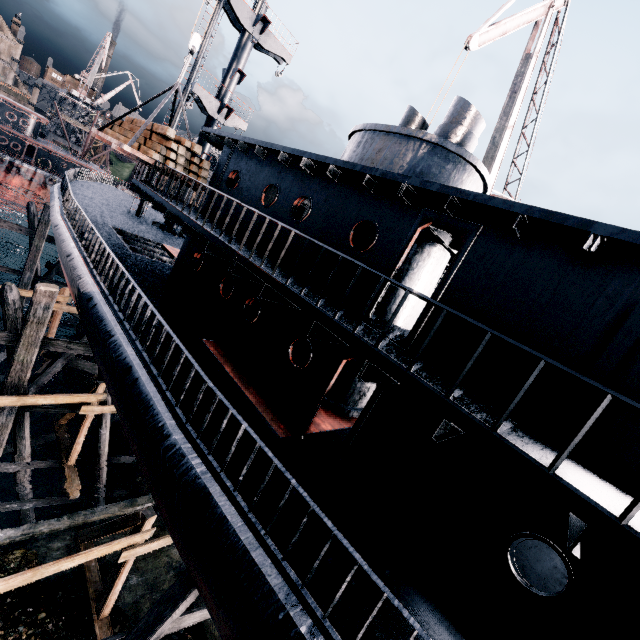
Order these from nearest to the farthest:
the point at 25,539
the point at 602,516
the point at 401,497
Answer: the point at 602,516 → the point at 401,497 → the point at 25,539

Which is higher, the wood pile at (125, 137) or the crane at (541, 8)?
the crane at (541, 8)

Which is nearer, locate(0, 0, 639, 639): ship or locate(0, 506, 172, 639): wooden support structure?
locate(0, 0, 639, 639): ship

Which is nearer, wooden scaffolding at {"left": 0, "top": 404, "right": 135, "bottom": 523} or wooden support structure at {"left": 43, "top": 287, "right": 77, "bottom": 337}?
wooden scaffolding at {"left": 0, "top": 404, "right": 135, "bottom": 523}

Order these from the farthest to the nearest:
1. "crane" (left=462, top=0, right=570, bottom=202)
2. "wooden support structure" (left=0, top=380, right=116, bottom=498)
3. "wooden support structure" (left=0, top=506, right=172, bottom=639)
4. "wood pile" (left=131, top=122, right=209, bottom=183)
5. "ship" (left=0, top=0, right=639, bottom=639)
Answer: "crane" (left=462, top=0, right=570, bottom=202) → "wood pile" (left=131, top=122, right=209, bottom=183) → "wooden support structure" (left=0, top=380, right=116, bottom=498) → "wooden support structure" (left=0, top=506, right=172, bottom=639) → "ship" (left=0, top=0, right=639, bottom=639)

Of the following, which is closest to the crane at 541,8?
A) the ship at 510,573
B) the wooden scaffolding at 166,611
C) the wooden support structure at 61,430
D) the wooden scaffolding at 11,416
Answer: the ship at 510,573

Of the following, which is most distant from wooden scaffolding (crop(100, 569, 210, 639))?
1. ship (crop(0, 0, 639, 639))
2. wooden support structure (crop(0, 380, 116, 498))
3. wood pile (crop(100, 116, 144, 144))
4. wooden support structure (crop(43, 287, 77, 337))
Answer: wooden support structure (crop(43, 287, 77, 337))

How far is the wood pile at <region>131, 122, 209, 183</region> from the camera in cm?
1172
